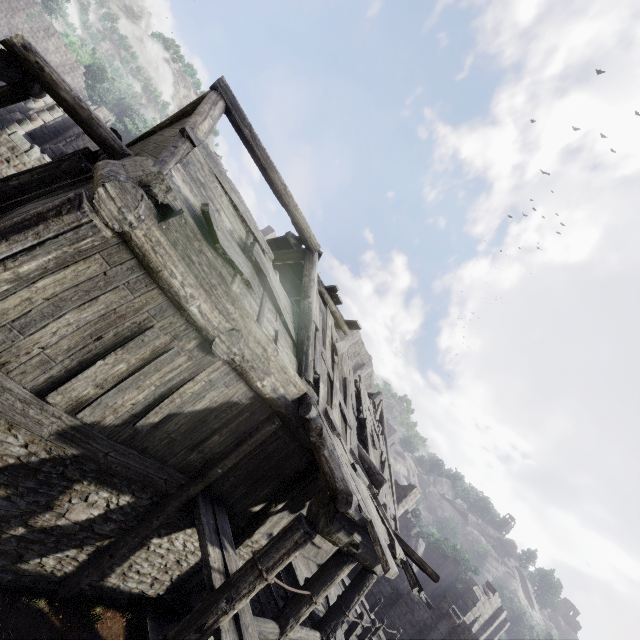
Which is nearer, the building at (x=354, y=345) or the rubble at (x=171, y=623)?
the rubble at (x=171, y=623)

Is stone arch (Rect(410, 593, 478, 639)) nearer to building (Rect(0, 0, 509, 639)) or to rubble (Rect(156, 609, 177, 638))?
building (Rect(0, 0, 509, 639))

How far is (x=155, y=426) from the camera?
5.4 meters

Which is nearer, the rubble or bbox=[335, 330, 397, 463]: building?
the rubble

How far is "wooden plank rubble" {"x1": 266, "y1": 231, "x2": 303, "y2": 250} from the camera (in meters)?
10.96

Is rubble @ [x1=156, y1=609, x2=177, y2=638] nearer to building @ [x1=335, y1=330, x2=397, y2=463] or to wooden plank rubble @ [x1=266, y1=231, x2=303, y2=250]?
building @ [x1=335, y1=330, x2=397, y2=463]

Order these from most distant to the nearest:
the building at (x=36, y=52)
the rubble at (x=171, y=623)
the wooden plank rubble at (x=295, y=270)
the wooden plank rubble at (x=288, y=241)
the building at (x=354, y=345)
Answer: the building at (x=354, y=345) < the wooden plank rubble at (x=295, y=270) < the wooden plank rubble at (x=288, y=241) < the rubble at (x=171, y=623) < the building at (x=36, y=52)

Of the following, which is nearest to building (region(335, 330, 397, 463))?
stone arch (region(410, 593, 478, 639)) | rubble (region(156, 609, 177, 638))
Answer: stone arch (region(410, 593, 478, 639))
